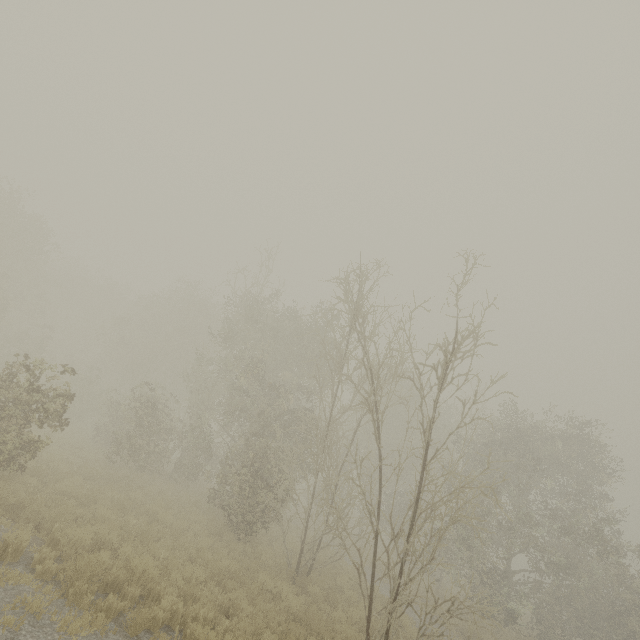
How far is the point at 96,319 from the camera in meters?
42.9 m
